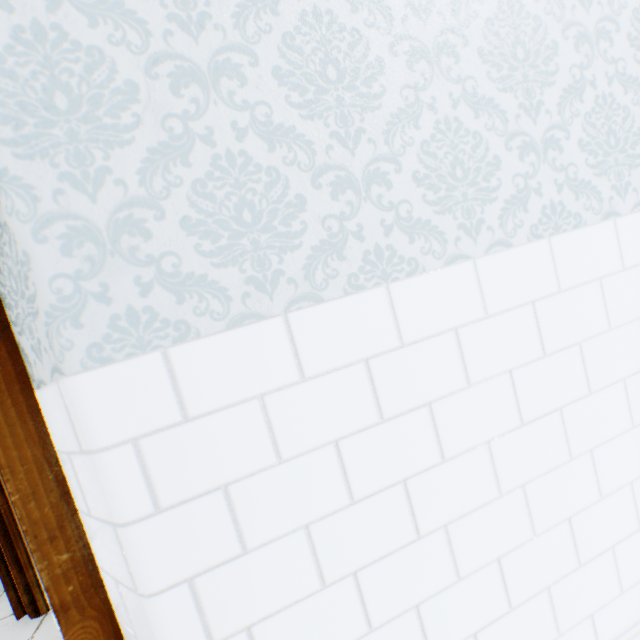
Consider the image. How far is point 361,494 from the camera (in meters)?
0.65
